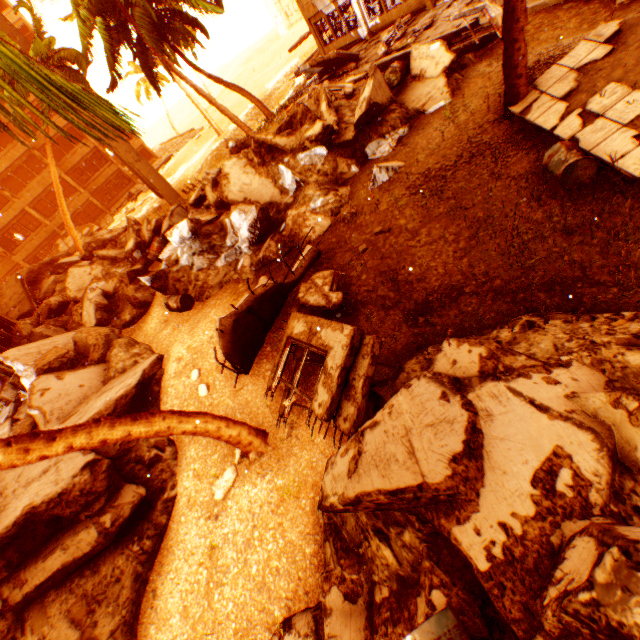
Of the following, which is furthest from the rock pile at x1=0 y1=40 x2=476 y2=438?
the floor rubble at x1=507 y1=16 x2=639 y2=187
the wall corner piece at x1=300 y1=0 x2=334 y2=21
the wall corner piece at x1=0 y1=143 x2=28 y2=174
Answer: the wall corner piece at x1=0 y1=143 x2=28 y2=174

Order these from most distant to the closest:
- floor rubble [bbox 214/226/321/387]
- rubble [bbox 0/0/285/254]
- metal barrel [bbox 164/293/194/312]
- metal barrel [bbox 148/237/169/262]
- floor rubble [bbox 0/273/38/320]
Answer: floor rubble [bbox 0/273/38/320]
metal barrel [bbox 148/237/169/262]
metal barrel [bbox 164/293/194/312]
floor rubble [bbox 214/226/321/387]
rubble [bbox 0/0/285/254]

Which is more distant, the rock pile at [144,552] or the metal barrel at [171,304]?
the metal barrel at [171,304]

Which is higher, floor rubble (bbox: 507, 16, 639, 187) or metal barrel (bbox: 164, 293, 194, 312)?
metal barrel (bbox: 164, 293, 194, 312)

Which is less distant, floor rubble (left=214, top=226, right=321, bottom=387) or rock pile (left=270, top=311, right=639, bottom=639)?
rock pile (left=270, top=311, right=639, bottom=639)

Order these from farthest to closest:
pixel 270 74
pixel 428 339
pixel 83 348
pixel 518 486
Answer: pixel 270 74 → pixel 83 348 → pixel 428 339 → pixel 518 486

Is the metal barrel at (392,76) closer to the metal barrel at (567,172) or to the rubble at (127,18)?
the rubble at (127,18)

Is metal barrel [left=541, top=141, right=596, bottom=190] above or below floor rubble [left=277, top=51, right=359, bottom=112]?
below
